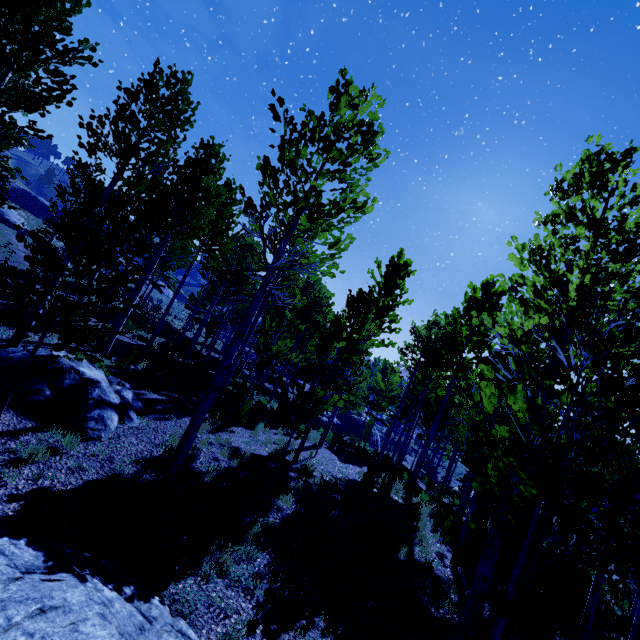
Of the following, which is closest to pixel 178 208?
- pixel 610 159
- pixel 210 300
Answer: pixel 610 159

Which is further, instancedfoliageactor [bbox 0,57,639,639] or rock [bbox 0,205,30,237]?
rock [bbox 0,205,30,237]

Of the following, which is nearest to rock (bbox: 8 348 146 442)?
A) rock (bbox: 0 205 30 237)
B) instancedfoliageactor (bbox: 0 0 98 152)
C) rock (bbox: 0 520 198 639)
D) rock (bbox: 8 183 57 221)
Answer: instancedfoliageactor (bbox: 0 0 98 152)

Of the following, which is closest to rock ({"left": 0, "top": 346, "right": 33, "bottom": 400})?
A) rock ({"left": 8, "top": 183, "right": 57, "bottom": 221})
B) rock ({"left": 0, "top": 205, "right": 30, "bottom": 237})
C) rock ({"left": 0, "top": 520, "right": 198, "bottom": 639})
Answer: rock ({"left": 0, "top": 520, "right": 198, "bottom": 639})

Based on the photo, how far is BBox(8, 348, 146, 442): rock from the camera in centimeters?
694cm

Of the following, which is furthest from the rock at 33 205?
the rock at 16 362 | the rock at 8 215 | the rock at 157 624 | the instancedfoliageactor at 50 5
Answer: the rock at 157 624

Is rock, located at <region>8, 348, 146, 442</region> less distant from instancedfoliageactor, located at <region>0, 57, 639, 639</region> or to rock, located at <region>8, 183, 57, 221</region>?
instancedfoliageactor, located at <region>0, 57, 639, 639</region>

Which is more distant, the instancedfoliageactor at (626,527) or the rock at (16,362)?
the rock at (16,362)
